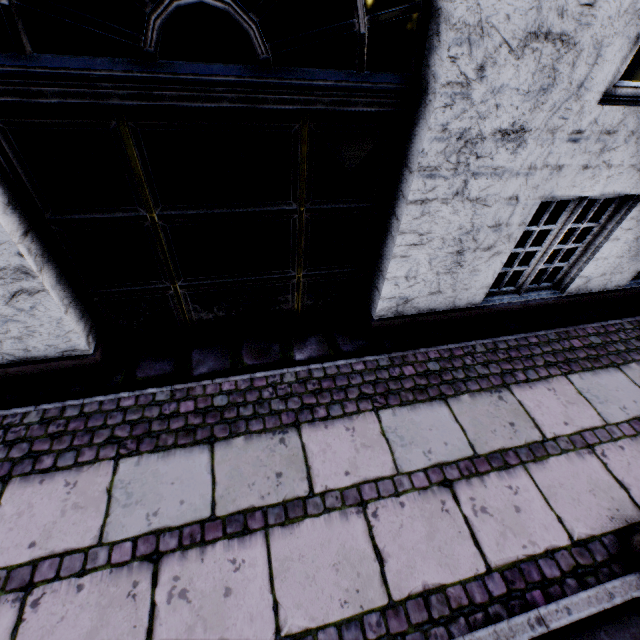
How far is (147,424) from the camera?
2.5 meters

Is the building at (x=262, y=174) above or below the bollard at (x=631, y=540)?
above

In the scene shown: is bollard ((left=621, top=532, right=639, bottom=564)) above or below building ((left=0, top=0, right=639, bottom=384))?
below
